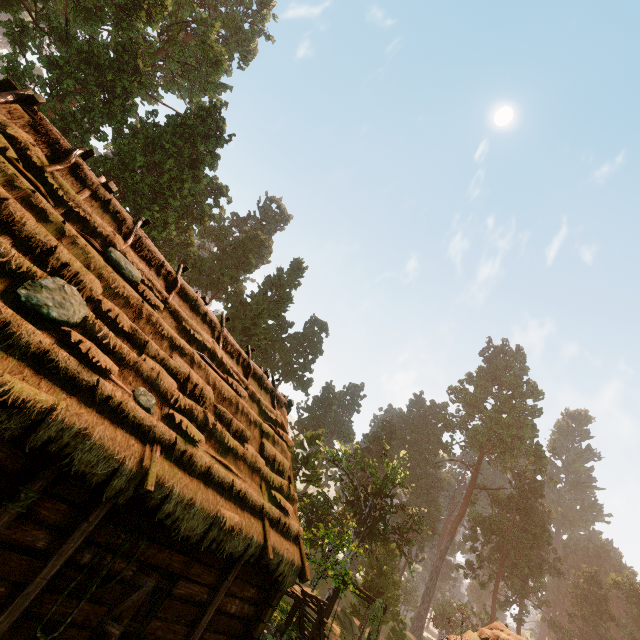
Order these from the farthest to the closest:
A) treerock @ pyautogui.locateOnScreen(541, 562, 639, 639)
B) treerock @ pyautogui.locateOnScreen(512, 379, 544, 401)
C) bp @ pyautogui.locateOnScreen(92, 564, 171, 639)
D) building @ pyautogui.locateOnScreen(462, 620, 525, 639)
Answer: treerock @ pyautogui.locateOnScreen(512, 379, 544, 401) → treerock @ pyautogui.locateOnScreen(541, 562, 639, 639) → building @ pyautogui.locateOnScreen(462, 620, 525, 639) → bp @ pyautogui.locateOnScreen(92, 564, 171, 639)

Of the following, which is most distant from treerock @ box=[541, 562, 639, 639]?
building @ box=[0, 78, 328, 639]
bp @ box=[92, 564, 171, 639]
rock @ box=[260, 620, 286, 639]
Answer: bp @ box=[92, 564, 171, 639]

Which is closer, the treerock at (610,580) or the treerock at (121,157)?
the treerock at (121,157)

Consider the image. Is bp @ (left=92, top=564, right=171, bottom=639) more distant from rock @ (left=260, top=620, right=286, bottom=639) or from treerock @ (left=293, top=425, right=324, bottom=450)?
rock @ (left=260, top=620, right=286, bottom=639)

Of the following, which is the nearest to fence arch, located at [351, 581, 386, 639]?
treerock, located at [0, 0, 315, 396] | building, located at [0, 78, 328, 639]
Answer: building, located at [0, 78, 328, 639]

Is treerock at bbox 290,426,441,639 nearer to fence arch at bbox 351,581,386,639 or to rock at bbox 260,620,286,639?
fence arch at bbox 351,581,386,639

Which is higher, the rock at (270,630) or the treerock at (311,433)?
the treerock at (311,433)

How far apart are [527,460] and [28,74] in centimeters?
7954cm
